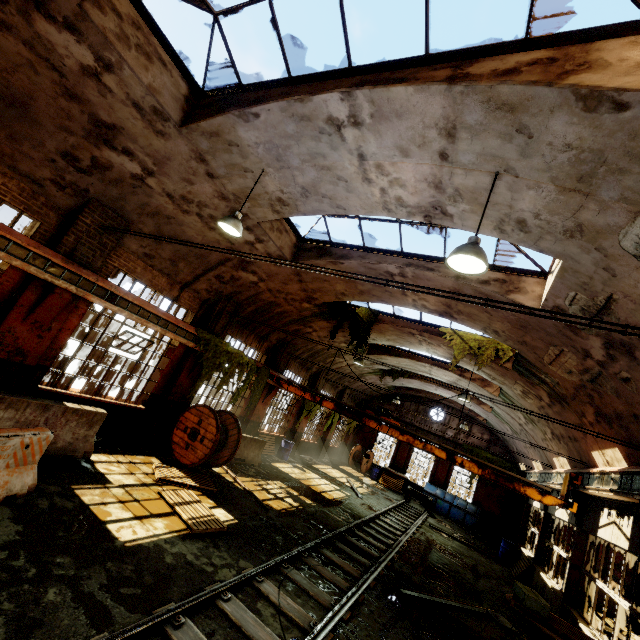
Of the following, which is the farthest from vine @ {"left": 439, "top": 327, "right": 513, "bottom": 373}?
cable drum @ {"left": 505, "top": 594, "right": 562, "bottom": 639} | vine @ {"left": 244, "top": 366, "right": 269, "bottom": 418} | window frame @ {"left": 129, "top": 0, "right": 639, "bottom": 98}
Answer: window frame @ {"left": 129, "top": 0, "right": 639, "bottom": 98}

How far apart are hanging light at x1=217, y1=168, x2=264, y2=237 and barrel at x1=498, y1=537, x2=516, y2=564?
20.7 meters

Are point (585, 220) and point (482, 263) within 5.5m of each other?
yes

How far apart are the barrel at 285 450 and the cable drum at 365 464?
9.76m

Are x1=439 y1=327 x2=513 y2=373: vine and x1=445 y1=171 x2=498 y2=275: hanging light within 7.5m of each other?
no

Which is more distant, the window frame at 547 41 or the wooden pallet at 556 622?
the wooden pallet at 556 622

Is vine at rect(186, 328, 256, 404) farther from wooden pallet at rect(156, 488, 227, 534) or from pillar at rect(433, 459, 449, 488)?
pillar at rect(433, 459, 449, 488)

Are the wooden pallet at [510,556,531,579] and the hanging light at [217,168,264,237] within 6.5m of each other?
no
